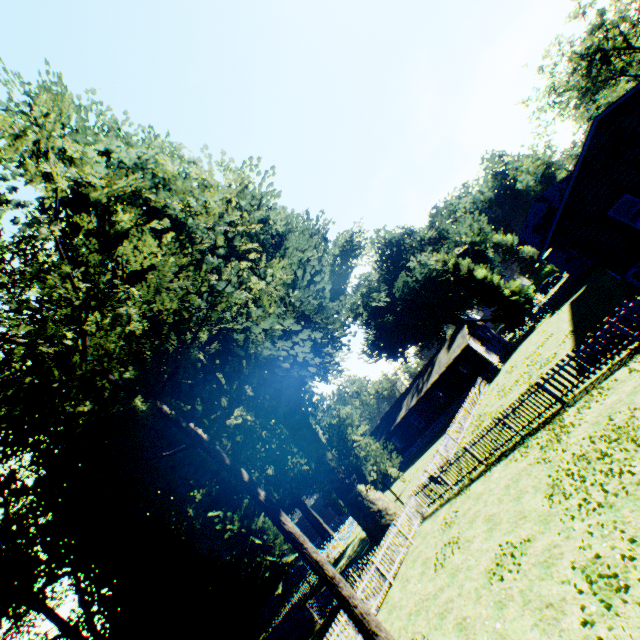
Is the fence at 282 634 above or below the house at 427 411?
below

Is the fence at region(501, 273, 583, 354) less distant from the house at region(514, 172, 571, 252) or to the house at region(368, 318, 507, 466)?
the house at region(368, 318, 507, 466)

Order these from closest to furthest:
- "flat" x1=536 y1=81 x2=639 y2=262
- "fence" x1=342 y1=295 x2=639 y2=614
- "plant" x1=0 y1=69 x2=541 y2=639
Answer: "plant" x1=0 y1=69 x2=541 y2=639 → "fence" x1=342 y1=295 x2=639 y2=614 → "flat" x1=536 y1=81 x2=639 y2=262

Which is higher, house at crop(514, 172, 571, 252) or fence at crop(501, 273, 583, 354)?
house at crop(514, 172, 571, 252)

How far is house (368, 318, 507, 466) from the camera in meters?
36.8

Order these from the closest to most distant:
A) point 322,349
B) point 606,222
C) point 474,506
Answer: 1. point 474,506
2. point 606,222
3. point 322,349

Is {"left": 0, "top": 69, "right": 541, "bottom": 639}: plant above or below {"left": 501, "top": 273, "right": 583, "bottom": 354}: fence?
above

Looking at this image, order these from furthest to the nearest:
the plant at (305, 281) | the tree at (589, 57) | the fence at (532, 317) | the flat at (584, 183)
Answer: the tree at (589, 57) → the fence at (532, 317) → the flat at (584, 183) → the plant at (305, 281)
